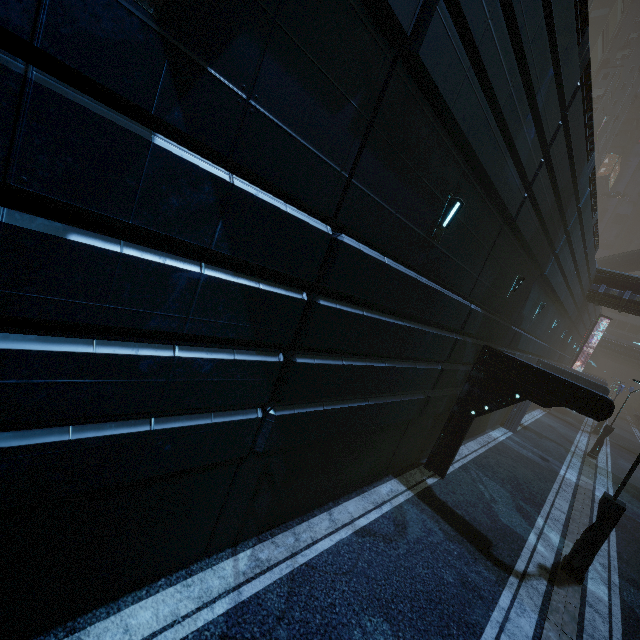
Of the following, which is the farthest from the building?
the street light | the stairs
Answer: the stairs

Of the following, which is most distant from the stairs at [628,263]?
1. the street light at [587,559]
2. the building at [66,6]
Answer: the street light at [587,559]

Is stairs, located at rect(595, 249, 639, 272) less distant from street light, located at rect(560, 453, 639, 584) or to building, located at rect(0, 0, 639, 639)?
building, located at rect(0, 0, 639, 639)

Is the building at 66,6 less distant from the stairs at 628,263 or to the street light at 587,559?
the street light at 587,559

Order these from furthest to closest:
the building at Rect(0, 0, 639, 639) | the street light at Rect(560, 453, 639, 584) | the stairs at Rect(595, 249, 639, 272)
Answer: the stairs at Rect(595, 249, 639, 272) < the street light at Rect(560, 453, 639, 584) < the building at Rect(0, 0, 639, 639)

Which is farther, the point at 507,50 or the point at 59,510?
the point at 507,50
